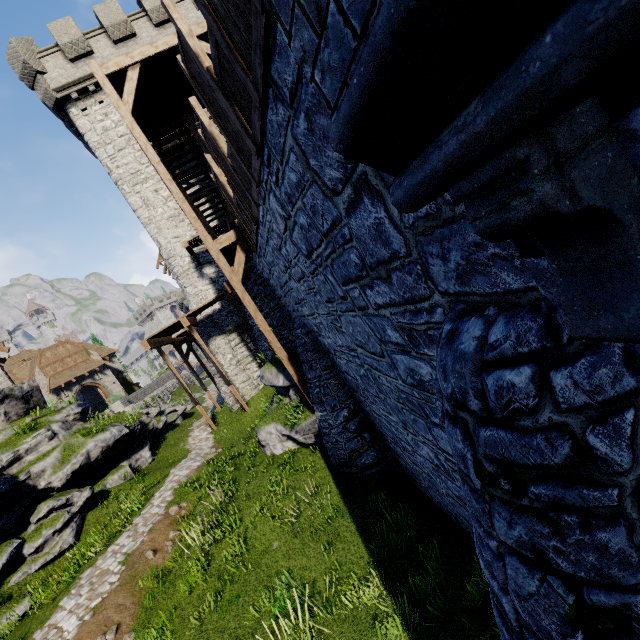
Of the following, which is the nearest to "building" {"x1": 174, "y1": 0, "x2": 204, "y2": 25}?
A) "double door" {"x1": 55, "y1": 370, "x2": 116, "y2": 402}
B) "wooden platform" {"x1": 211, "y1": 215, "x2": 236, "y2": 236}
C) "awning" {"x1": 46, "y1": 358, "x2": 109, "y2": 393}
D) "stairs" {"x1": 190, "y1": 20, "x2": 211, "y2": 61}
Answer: "wooden platform" {"x1": 211, "y1": 215, "x2": 236, "y2": 236}

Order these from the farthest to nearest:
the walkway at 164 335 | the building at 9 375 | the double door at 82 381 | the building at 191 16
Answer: the double door at 82 381 → the building at 9 375 → the building at 191 16 → the walkway at 164 335

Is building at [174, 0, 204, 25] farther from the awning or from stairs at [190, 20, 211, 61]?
the awning

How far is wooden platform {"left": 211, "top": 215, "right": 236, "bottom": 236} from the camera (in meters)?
17.24

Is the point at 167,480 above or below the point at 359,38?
below

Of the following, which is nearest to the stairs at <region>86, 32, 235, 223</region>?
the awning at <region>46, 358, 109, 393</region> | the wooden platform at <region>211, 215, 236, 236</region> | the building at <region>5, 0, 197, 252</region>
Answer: the wooden platform at <region>211, 215, 236, 236</region>

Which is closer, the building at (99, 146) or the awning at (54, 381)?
the building at (99, 146)

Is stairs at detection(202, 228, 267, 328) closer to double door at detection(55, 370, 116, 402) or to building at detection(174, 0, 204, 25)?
building at detection(174, 0, 204, 25)
